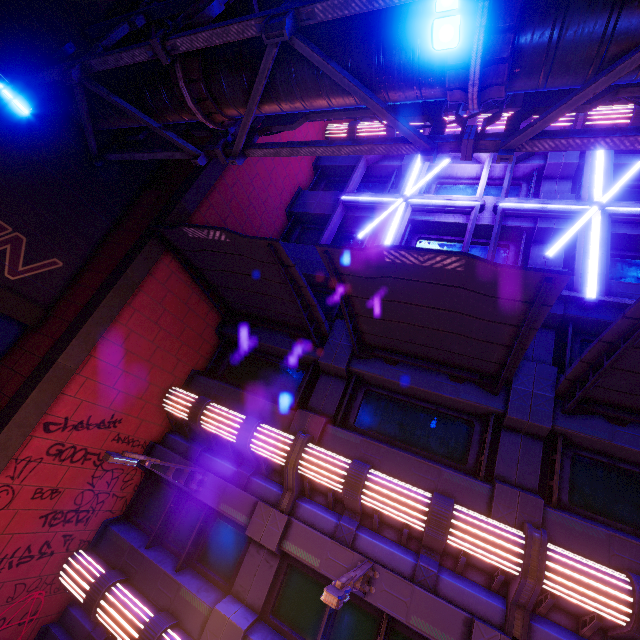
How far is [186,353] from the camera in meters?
10.4 m

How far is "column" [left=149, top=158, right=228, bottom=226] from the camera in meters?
8.8

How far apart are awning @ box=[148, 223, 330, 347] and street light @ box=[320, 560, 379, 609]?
5.4 meters

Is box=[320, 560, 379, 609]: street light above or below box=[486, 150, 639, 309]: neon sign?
below

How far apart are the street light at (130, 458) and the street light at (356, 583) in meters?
4.4 m

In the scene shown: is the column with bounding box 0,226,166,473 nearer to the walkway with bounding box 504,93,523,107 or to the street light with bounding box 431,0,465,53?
the walkway with bounding box 504,93,523,107

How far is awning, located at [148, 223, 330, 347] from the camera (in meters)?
7.26

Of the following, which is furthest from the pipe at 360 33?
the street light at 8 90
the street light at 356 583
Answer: the street light at 356 583
